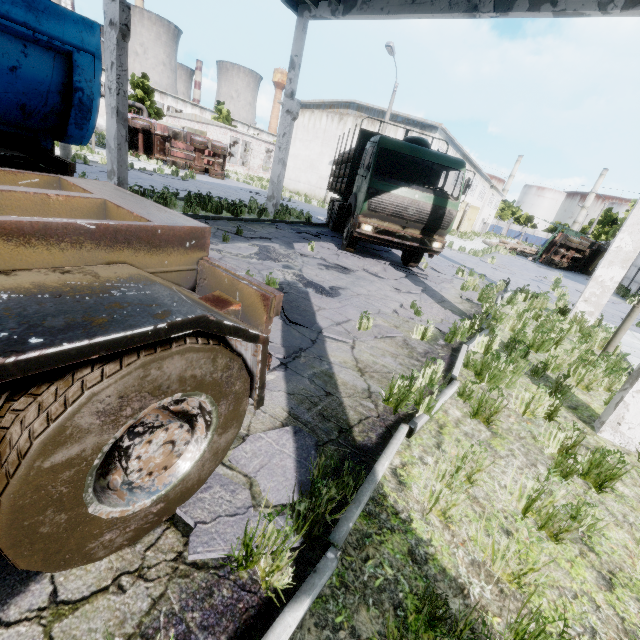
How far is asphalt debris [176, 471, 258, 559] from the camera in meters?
1.8 m

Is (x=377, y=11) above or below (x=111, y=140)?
above

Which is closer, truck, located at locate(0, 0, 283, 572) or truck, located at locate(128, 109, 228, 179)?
truck, located at locate(0, 0, 283, 572)

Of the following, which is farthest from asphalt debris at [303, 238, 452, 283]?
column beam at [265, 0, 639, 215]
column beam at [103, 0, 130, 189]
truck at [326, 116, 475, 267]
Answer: column beam at [103, 0, 130, 189]

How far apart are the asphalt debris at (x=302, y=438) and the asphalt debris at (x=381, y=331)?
2.1 meters

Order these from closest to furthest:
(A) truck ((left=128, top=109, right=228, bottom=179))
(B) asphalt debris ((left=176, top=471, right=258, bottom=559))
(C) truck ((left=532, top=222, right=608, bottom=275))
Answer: (B) asphalt debris ((left=176, top=471, right=258, bottom=559))
(A) truck ((left=128, top=109, right=228, bottom=179))
(C) truck ((left=532, top=222, right=608, bottom=275))

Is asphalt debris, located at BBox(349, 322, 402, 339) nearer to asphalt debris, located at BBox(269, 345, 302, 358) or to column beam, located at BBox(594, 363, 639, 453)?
asphalt debris, located at BBox(269, 345, 302, 358)
